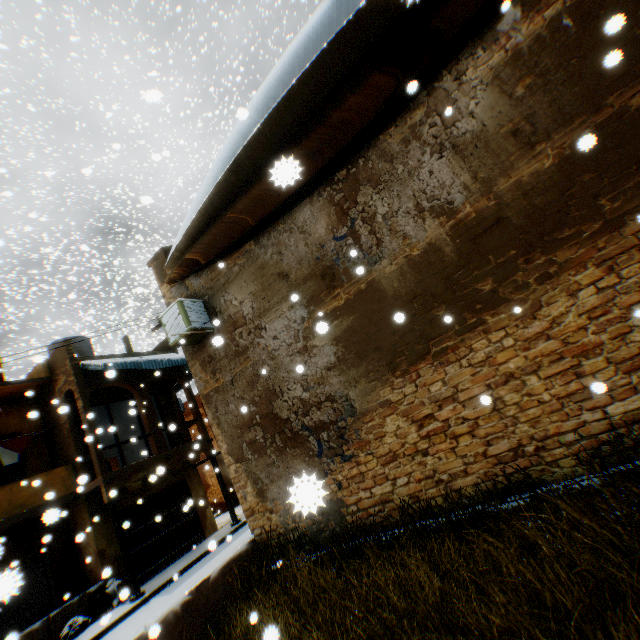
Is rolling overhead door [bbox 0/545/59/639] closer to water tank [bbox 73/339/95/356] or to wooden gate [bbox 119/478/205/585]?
wooden gate [bbox 119/478/205/585]

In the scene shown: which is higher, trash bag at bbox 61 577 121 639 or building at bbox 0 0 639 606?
building at bbox 0 0 639 606

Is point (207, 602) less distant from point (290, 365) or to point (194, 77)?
point (290, 365)

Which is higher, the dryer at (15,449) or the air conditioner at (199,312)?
the dryer at (15,449)

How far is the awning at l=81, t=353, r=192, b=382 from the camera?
12.4m

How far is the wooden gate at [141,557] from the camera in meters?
12.4

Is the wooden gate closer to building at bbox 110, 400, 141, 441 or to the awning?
building at bbox 110, 400, 141, 441

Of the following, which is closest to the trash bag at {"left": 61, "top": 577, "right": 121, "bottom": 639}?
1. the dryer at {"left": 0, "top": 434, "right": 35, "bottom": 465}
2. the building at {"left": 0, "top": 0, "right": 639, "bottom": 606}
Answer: the building at {"left": 0, "top": 0, "right": 639, "bottom": 606}
